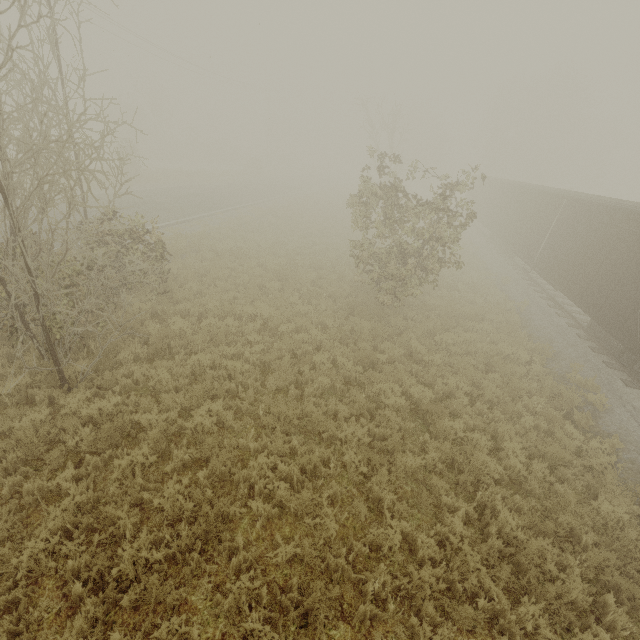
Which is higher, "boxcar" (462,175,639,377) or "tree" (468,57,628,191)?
"tree" (468,57,628,191)

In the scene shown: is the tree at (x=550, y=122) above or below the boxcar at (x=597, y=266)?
above

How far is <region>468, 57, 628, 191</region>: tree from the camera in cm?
4060

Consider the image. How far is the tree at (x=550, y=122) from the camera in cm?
4060

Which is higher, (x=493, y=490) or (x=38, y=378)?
(x=38, y=378)

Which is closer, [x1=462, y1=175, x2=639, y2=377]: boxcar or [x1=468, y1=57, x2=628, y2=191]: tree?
[x1=462, y1=175, x2=639, y2=377]: boxcar
